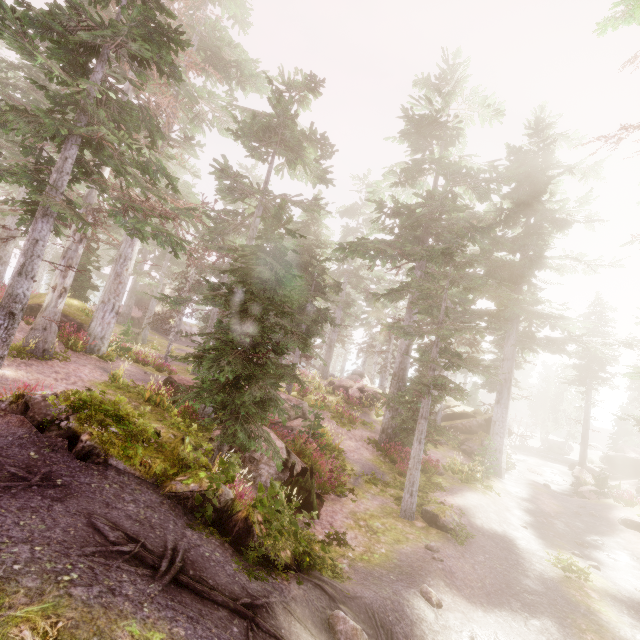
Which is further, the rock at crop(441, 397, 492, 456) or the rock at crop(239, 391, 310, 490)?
the rock at crop(441, 397, 492, 456)

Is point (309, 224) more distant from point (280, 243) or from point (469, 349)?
point (469, 349)

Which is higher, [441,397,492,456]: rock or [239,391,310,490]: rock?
[441,397,492,456]: rock

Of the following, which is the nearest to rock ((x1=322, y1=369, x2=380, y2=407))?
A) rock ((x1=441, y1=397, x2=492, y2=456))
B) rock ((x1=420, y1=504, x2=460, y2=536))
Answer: rock ((x1=441, y1=397, x2=492, y2=456))

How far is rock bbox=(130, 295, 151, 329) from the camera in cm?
3700

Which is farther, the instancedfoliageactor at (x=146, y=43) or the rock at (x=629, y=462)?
the rock at (x=629, y=462)

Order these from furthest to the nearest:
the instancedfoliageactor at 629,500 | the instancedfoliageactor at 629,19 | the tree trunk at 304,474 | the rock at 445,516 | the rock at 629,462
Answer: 1. the rock at 629,462
2. the instancedfoliageactor at 629,500
3. the rock at 445,516
4. the tree trunk at 304,474
5. the instancedfoliageactor at 629,19

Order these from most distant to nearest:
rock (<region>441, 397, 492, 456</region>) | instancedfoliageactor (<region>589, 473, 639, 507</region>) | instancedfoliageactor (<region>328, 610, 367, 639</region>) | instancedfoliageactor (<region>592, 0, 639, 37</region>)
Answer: rock (<region>441, 397, 492, 456</region>) → instancedfoliageactor (<region>589, 473, 639, 507</region>) → instancedfoliageactor (<region>328, 610, 367, 639</region>) → instancedfoliageactor (<region>592, 0, 639, 37</region>)
